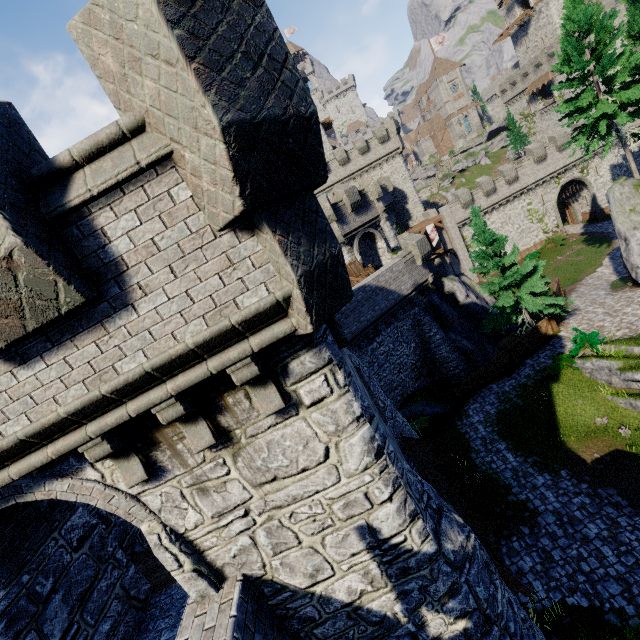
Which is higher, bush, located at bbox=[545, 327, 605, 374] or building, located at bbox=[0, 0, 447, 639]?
building, located at bbox=[0, 0, 447, 639]

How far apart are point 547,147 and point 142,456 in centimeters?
5108cm

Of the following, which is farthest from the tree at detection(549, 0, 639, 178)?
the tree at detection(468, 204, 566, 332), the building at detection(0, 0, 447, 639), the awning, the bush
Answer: the awning

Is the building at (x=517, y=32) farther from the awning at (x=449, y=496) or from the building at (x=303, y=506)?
the awning at (x=449, y=496)

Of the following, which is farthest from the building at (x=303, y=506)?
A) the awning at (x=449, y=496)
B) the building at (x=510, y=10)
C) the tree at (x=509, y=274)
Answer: the building at (x=510, y=10)

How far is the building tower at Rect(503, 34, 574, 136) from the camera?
50.38m

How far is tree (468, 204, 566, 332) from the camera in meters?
21.2

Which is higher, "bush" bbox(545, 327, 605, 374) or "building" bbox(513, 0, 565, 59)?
"building" bbox(513, 0, 565, 59)
